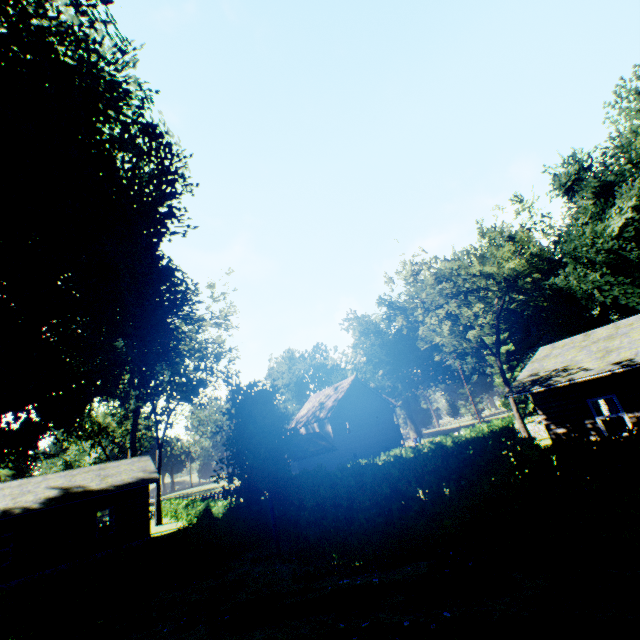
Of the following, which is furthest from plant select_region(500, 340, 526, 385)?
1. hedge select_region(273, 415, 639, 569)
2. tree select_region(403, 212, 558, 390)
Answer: hedge select_region(273, 415, 639, 569)

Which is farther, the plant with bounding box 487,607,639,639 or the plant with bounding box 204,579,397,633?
the plant with bounding box 204,579,397,633

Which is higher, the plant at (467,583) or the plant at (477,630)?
the plant at (477,630)

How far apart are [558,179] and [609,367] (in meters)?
57.53

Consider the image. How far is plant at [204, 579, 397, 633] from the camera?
5.0m

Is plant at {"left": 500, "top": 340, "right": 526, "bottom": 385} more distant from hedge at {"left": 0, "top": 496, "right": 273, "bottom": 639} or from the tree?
hedge at {"left": 0, "top": 496, "right": 273, "bottom": 639}

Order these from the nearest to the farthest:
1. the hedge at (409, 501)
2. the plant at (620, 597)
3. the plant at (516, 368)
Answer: the plant at (620, 597), the hedge at (409, 501), the plant at (516, 368)

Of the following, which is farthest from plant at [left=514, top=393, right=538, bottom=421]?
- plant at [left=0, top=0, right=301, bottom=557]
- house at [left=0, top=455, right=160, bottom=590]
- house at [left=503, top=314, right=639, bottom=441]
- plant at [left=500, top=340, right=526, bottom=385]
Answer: house at [left=0, top=455, right=160, bottom=590]
